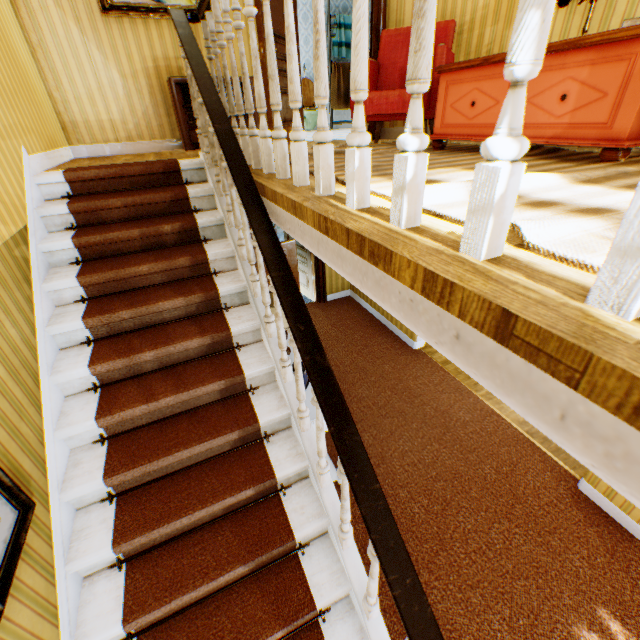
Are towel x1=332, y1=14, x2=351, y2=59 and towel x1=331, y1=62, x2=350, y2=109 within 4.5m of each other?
yes

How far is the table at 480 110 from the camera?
2.4m

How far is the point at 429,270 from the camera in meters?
0.8 m

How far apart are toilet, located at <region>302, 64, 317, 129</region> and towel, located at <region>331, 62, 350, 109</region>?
0.4 meters

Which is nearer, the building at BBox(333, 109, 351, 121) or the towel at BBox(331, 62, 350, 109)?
the towel at BBox(331, 62, 350, 109)

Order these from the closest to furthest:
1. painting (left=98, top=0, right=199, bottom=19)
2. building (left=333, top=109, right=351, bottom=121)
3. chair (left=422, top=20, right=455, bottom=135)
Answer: chair (left=422, top=20, right=455, bottom=135)
painting (left=98, top=0, right=199, bottom=19)
building (left=333, top=109, right=351, bottom=121)

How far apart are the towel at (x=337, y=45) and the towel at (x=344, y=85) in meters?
0.1 m

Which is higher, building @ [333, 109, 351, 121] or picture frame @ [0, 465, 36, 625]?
building @ [333, 109, 351, 121]
